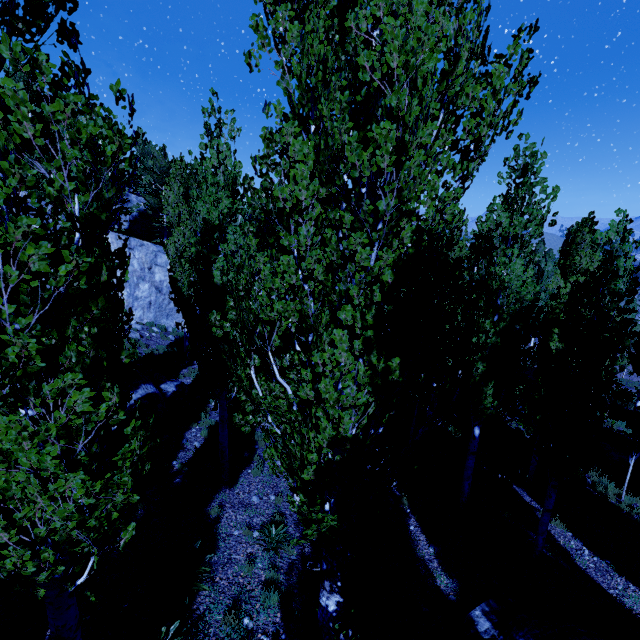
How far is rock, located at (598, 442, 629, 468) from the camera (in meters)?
15.01

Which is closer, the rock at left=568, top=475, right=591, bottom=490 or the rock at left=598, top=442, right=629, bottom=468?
the rock at left=568, top=475, right=591, bottom=490

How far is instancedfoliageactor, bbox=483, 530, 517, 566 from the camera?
8.04m

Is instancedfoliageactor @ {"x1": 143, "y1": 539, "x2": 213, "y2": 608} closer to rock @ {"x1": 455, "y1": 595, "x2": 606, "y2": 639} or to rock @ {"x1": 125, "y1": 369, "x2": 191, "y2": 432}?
rock @ {"x1": 125, "y1": 369, "x2": 191, "y2": 432}

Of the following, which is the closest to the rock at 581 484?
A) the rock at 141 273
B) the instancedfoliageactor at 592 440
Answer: the instancedfoliageactor at 592 440

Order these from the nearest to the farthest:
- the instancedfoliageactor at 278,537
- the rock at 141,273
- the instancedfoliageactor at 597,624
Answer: the instancedfoliageactor at 278,537
the instancedfoliageactor at 597,624
the rock at 141,273

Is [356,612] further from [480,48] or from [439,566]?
[480,48]

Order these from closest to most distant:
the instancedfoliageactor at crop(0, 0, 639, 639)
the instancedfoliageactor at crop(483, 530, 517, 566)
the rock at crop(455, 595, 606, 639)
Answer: the instancedfoliageactor at crop(0, 0, 639, 639)
the rock at crop(455, 595, 606, 639)
the instancedfoliageactor at crop(483, 530, 517, 566)
